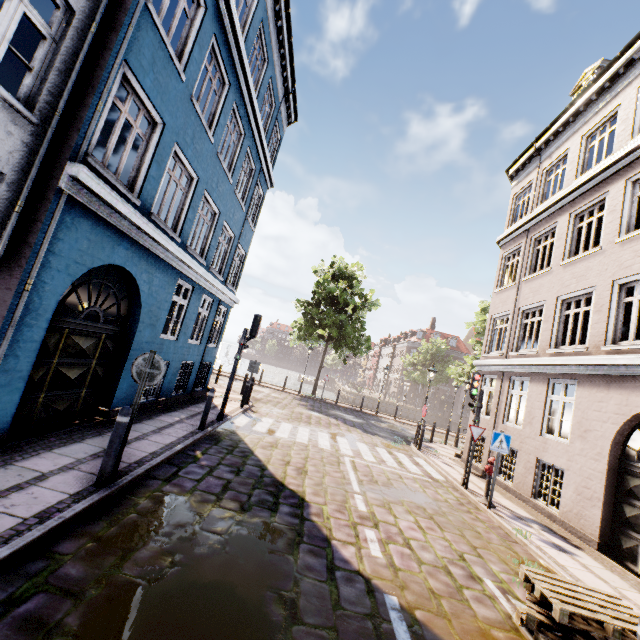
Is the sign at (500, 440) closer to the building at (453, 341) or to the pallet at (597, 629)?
the pallet at (597, 629)

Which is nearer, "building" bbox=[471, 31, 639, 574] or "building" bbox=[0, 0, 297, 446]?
"building" bbox=[0, 0, 297, 446]

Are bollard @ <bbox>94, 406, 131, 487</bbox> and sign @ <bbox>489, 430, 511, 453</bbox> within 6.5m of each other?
no

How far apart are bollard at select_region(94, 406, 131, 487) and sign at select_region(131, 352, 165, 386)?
0.4 meters

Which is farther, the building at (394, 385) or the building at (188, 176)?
the building at (394, 385)

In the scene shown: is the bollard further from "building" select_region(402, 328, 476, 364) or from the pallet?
"building" select_region(402, 328, 476, 364)

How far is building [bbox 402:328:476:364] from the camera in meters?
56.2

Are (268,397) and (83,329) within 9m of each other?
no
